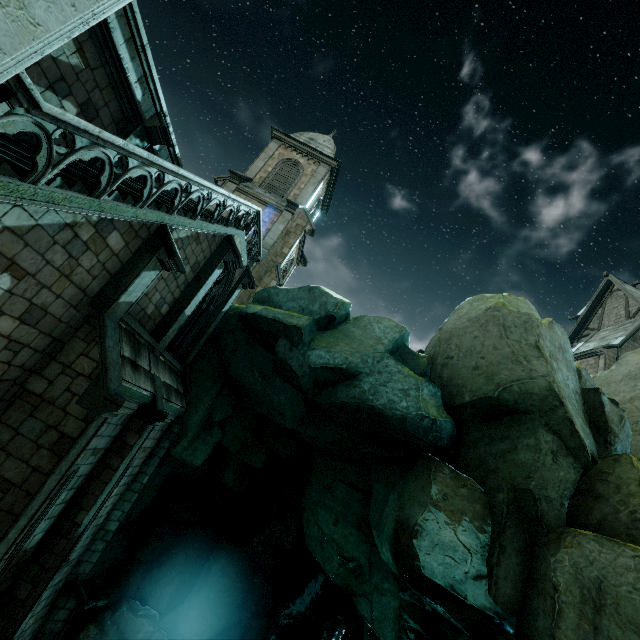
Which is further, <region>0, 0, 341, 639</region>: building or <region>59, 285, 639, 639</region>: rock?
<region>59, 285, 639, 639</region>: rock

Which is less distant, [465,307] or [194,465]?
[465,307]

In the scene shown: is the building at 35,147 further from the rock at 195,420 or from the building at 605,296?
the building at 605,296

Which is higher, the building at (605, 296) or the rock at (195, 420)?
the building at (605, 296)

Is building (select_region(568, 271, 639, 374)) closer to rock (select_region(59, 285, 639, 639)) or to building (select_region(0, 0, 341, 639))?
rock (select_region(59, 285, 639, 639))

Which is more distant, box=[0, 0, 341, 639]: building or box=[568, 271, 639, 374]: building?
box=[568, 271, 639, 374]: building

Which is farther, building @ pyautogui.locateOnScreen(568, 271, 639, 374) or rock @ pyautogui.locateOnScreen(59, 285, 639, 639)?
building @ pyautogui.locateOnScreen(568, 271, 639, 374)

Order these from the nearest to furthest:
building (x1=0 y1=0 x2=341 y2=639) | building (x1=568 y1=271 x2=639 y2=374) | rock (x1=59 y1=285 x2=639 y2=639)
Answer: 1. building (x1=0 y1=0 x2=341 y2=639)
2. rock (x1=59 y1=285 x2=639 y2=639)
3. building (x1=568 y1=271 x2=639 y2=374)
